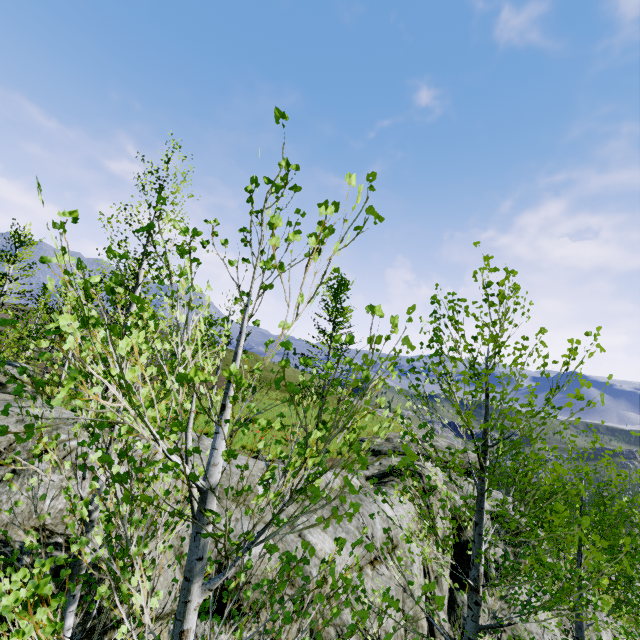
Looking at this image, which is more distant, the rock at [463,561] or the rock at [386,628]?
the rock at [463,561]

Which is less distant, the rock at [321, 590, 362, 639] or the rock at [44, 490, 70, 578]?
the rock at [44, 490, 70, 578]

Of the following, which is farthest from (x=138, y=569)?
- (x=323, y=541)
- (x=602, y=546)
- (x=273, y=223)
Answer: (x=602, y=546)

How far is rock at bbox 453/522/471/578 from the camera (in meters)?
12.27

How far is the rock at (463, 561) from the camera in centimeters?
1227cm
